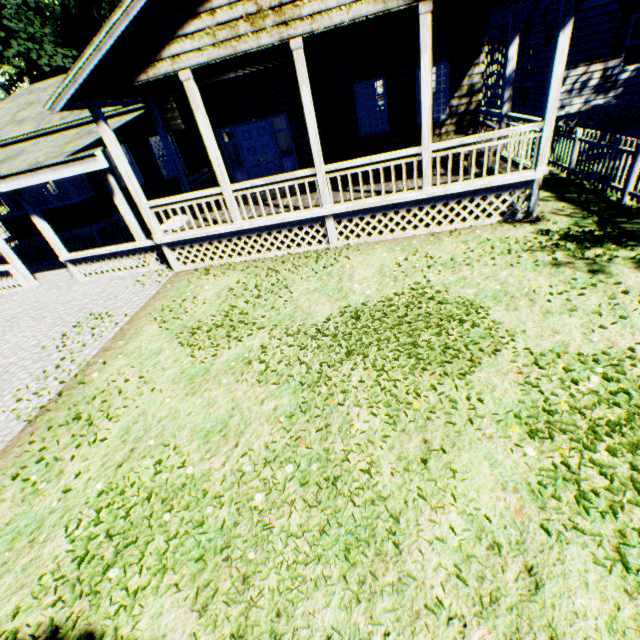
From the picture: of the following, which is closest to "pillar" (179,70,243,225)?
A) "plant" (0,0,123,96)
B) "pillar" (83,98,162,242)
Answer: "pillar" (83,98,162,242)

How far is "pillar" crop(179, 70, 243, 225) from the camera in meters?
7.0

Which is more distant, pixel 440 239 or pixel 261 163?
pixel 261 163

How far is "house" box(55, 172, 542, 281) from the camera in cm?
780

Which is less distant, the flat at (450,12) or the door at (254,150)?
the flat at (450,12)

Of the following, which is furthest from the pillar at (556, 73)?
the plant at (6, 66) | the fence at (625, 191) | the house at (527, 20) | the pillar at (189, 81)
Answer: the plant at (6, 66)

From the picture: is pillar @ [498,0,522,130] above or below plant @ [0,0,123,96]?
below

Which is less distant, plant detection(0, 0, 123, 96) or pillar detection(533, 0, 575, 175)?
pillar detection(533, 0, 575, 175)
